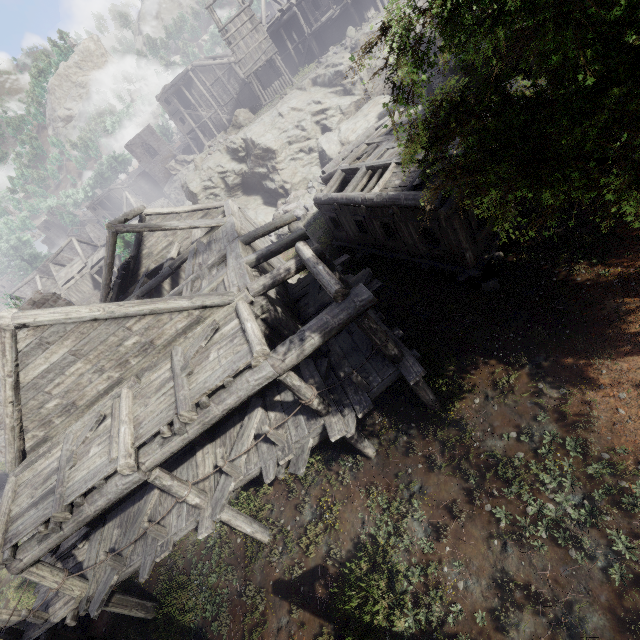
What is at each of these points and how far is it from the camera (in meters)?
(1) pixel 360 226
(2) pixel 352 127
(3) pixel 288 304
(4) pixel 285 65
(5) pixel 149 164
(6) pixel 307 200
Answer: (1) building, 15.73
(2) rock, 24.97
(3) building, 11.93
(4) building, 37.00
(5) building, 59.19
(6) rubble, 24.34

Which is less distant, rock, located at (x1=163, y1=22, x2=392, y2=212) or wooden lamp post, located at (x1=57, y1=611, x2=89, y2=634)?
wooden lamp post, located at (x1=57, y1=611, x2=89, y2=634)

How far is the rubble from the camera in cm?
2349

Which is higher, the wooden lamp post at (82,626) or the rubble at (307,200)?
→ the rubble at (307,200)

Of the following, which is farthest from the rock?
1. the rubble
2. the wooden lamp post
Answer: the wooden lamp post

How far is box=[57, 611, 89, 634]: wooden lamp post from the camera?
11.7 meters

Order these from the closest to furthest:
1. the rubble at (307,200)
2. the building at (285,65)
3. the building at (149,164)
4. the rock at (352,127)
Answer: the rubble at (307,200)
the rock at (352,127)
the building at (285,65)
the building at (149,164)

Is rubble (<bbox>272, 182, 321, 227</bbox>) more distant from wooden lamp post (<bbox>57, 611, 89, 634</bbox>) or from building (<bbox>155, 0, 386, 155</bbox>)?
wooden lamp post (<bbox>57, 611, 89, 634</bbox>)
